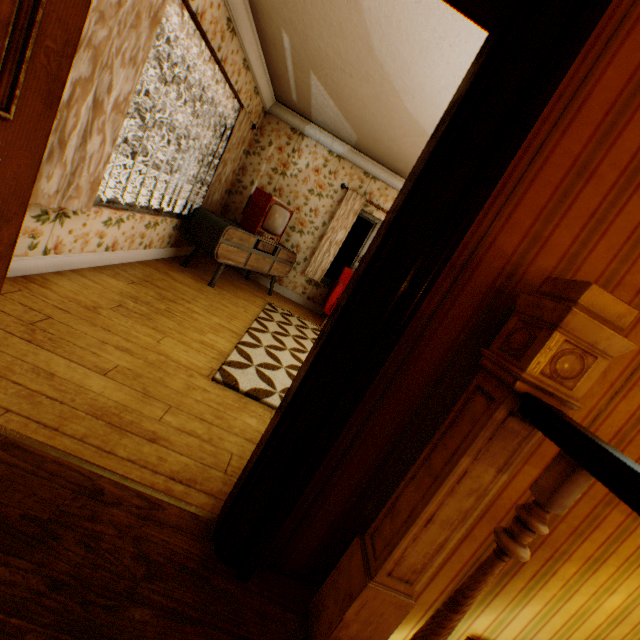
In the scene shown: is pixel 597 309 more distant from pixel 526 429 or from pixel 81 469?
pixel 81 469

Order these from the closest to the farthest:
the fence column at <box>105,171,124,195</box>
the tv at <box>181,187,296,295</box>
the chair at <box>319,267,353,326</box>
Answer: the tv at <box>181,187,296,295</box> < the chair at <box>319,267,353,326</box> < the fence column at <box>105,171,124,195</box>

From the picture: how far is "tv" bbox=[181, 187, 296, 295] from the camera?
4.6m

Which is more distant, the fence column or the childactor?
the fence column

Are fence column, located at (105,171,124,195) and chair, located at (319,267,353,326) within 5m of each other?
no

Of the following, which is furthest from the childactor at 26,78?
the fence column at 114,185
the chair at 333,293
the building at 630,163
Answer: the fence column at 114,185

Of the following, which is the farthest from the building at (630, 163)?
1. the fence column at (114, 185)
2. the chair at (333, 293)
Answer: the fence column at (114, 185)

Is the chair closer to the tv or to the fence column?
the tv
